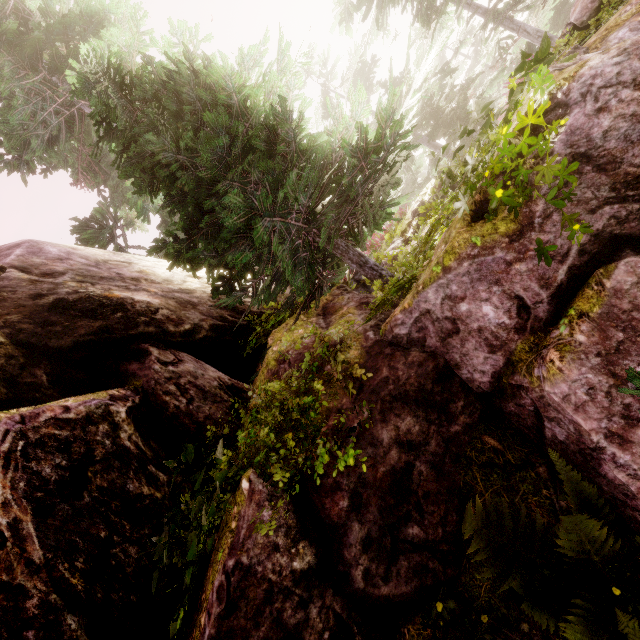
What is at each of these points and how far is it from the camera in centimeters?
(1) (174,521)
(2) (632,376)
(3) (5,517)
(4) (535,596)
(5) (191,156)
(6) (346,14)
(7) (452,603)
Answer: (1) instancedfoliageactor, 232cm
(2) instancedfoliageactor, 117cm
(3) rock, 233cm
(4) instancedfoliageactor, 178cm
(5) instancedfoliageactor, 432cm
(6) instancedfoliageactor, 1547cm
(7) instancedfoliageactor, 227cm

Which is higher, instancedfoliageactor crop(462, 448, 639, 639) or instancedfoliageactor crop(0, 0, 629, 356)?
instancedfoliageactor crop(0, 0, 629, 356)

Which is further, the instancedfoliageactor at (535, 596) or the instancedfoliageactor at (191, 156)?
the instancedfoliageactor at (191, 156)

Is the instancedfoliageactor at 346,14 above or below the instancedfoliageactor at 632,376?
above

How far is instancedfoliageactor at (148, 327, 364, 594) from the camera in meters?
2.5 m

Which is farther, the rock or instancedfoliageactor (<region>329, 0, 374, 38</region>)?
instancedfoliageactor (<region>329, 0, 374, 38</region>)

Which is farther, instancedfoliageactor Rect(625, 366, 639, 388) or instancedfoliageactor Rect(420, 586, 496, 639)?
instancedfoliageactor Rect(420, 586, 496, 639)
